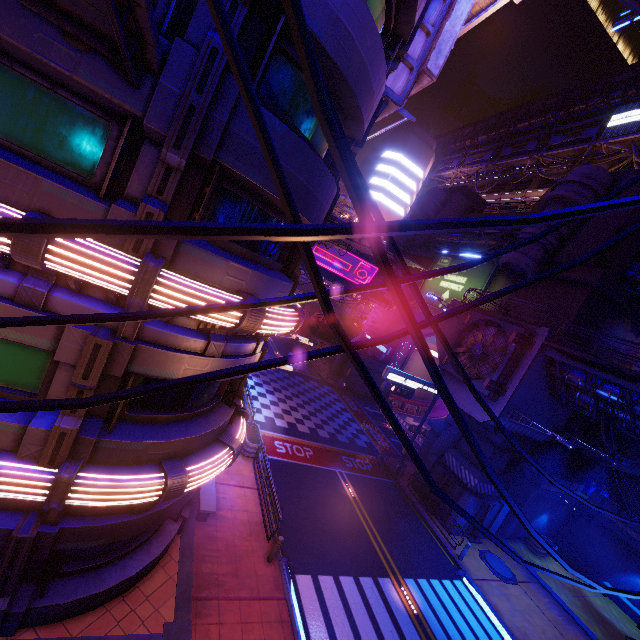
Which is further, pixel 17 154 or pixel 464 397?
pixel 464 397

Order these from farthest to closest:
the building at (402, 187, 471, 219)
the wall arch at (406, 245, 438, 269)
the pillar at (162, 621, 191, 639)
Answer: the building at (402, 187, 471, 219) < the wall arch at (406, 245, 438, 269) < the pillar at (162, 621, 191, 639)

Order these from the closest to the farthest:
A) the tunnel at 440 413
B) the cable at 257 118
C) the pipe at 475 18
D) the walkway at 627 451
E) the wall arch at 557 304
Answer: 1. the cable at 257 118
2. the pipe at 475 18
3. the wall arch at 557 304
4. the walkway at 627 451
5. the tunnel at 440 413

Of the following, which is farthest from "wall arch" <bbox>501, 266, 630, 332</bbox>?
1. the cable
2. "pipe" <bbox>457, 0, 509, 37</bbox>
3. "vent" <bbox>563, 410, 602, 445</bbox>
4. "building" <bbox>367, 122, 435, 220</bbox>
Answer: "building" <bbox>367, 122, 435, 220</bbox>

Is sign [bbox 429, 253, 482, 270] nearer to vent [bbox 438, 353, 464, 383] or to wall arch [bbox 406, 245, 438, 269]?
wall arch [bbox 406, 245, 438, 269]

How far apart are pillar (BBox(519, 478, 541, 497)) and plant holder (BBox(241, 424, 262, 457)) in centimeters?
1774cm

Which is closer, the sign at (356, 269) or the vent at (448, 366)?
the vent at (448, 366)

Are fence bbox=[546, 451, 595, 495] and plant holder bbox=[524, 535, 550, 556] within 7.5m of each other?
yes
